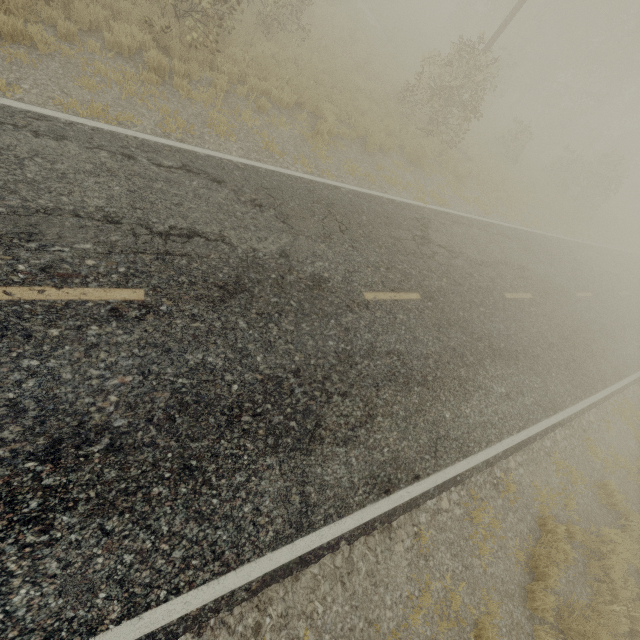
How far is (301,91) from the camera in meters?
10.3
